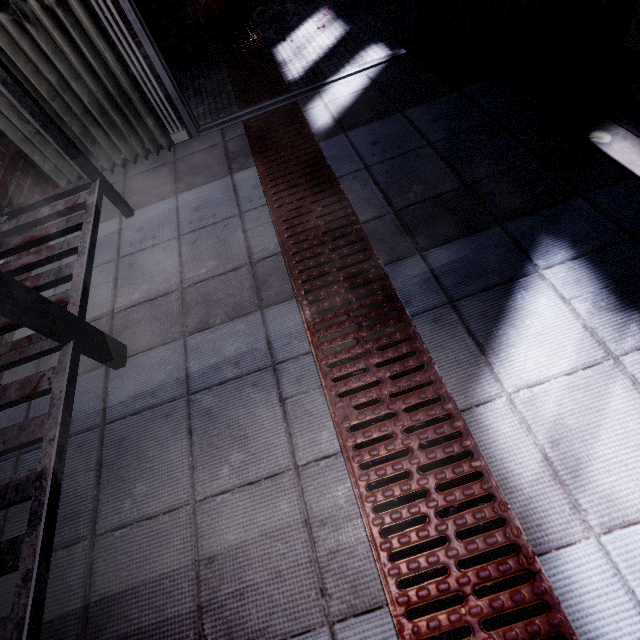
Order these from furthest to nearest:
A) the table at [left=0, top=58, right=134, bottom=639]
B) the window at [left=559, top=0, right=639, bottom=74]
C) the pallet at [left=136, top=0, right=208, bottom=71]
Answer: the pallet at [left=136, top=0, right=208, bottom=71] < the window at [left=559, top=0, right=639, bottom=74] < the table at [left=0, top=58, right=134, bottom=639]

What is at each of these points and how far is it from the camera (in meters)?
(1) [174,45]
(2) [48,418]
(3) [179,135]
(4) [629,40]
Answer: (1) pallet, 2.75
(2) table, 0.99
(3) wire, 2.16
(4) bench, 1.28

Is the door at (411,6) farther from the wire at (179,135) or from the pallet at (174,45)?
the pallet at (174,45)

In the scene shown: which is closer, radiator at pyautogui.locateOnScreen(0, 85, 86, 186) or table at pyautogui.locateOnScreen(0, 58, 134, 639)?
table at pyautogui.locateOnScreen(0, 58, 134, 639)

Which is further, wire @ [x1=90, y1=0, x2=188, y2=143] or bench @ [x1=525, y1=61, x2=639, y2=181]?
wire @ [x1=90, y1=0, x2=188, y2=143]

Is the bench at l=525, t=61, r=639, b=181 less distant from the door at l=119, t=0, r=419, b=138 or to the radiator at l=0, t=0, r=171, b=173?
the door at l=119, t=0, r=419, b=138

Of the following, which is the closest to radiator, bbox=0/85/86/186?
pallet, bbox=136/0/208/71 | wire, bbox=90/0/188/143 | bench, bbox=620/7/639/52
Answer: wire, bbox=90/0/188/143

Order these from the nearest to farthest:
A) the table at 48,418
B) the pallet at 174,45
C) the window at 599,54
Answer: the table at 48,418 < the window at 599,54 < the pallet at 174,45
